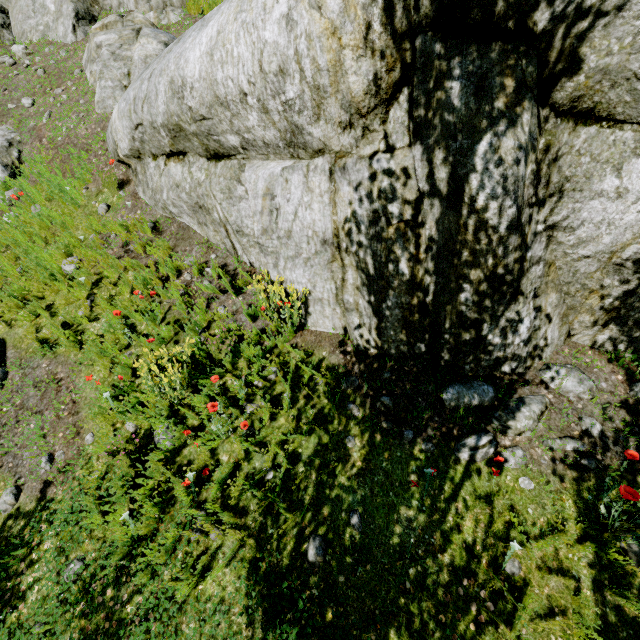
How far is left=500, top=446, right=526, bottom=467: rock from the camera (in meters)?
3.33

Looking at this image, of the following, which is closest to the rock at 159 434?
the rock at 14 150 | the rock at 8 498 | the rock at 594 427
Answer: the rock at 594 427

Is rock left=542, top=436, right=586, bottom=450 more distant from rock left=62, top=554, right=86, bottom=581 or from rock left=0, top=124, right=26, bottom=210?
rock left=0, top=124, right=26, bottom=210

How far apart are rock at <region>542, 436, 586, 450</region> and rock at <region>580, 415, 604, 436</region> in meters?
0.1

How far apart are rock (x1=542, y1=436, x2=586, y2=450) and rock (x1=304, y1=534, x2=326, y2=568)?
2.5 meters

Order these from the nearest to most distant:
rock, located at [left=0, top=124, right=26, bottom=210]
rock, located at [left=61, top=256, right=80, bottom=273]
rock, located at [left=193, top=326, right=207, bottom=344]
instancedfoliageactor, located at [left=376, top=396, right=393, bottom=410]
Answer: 1. instancedfoliageactor, located at [left=376, top=396, right=393, bottom=410]
2. rock, located at [left=193, top=326, right=207, bottom=344]
3. rock, located at [left=61, top=256, right=80, bottom=273]
4. rock, located at [left=0, top=124, right=26, bottom=210]

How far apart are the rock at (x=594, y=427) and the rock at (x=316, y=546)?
3.0 meters

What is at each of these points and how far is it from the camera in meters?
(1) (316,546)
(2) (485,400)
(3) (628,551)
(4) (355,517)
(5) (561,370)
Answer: (1) rock, 3.2 m
(2) rock, 3.7 m
(3) rock, 2.8 m
(4) rock, 3.3 m
(5) rock, 3.7 m
